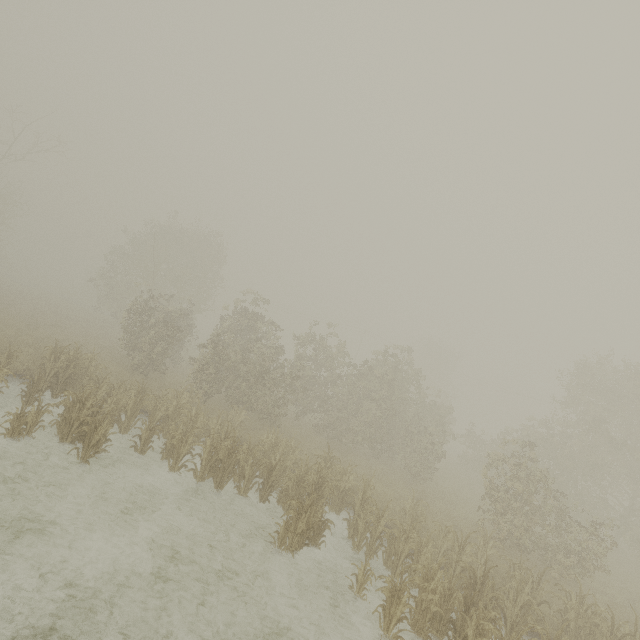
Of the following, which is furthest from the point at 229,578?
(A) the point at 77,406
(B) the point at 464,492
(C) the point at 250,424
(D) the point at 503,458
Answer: (B) the point at 464,492
